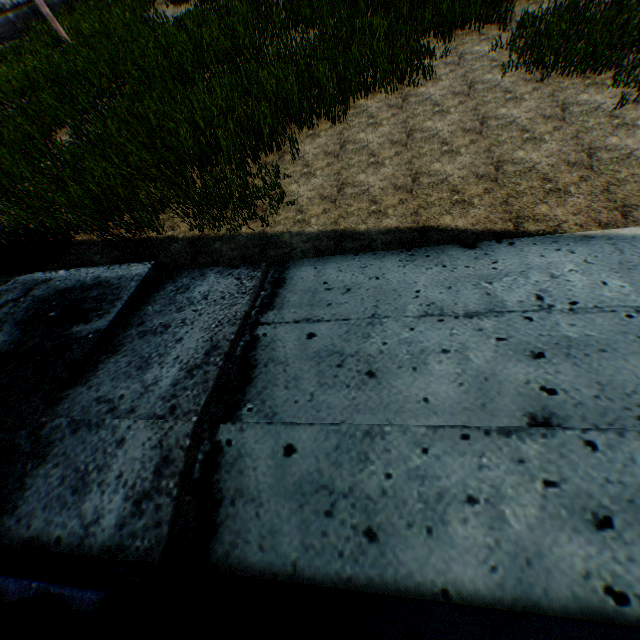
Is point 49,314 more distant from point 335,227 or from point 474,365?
point 474,365
